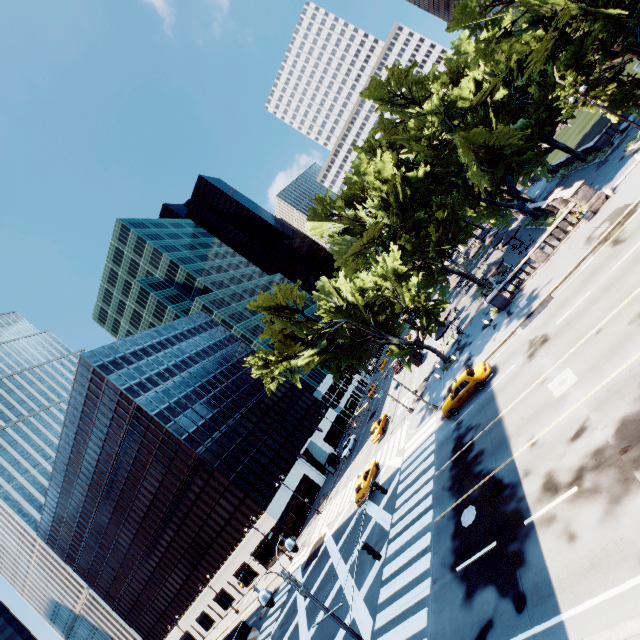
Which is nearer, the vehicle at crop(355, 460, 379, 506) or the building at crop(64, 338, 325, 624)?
the vehicle at crop(355, 460, 379, 506)

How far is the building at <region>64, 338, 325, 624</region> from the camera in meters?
49.7

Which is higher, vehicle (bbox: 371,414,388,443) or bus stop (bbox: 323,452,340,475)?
bus stop (bbox: 323,452,340,475)

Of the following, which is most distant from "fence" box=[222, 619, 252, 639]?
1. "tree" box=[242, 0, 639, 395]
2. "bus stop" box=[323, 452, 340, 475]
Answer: "tree" box=[242, 0, 639, 395]

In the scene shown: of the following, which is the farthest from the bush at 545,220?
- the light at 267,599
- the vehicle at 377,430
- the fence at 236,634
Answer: the fence at 236,634

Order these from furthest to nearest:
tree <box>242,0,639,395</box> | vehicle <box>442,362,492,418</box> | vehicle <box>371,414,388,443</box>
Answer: vehicle <box>371,414,388,443</box>, tree <box>242,0,639,395</box>, vehicle <box>442,362,492,418</box>

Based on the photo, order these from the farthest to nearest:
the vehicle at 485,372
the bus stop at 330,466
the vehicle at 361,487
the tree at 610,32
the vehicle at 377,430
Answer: the bus stop at 330,466
the vehicle at 377,430
the vehicle at 361,487
the tree at 610,32
the vehicle at 485,372

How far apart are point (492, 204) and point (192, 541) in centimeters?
7105cm
